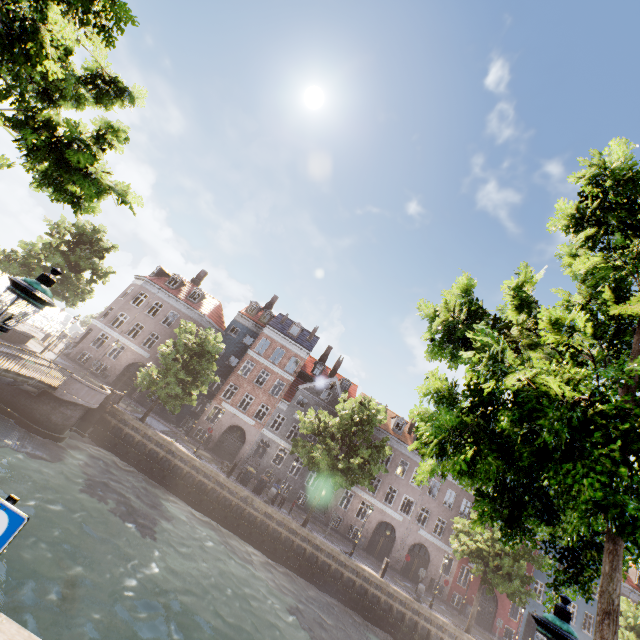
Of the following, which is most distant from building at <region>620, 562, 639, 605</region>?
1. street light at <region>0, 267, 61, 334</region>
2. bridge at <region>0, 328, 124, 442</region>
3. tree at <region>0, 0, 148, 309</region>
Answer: street light at <region>0, 267, 61, 334</region>

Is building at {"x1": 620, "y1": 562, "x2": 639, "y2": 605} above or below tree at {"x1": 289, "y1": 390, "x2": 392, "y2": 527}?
above

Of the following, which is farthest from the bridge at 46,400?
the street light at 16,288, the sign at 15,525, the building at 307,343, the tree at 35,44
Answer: the building at 307,343

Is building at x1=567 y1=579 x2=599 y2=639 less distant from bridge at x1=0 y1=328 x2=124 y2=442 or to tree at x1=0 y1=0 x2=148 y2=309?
tree at x1=0 y1=0 x2=148 y2=309

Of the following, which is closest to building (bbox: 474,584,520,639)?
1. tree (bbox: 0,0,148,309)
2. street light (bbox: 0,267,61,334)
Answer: tree (bbox: 0,0,148,309)

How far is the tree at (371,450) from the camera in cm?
2262

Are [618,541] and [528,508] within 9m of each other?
yes

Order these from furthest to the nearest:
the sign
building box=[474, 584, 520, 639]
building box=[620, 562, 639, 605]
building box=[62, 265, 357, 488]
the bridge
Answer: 1. building box=[620, 562, 639, 605]
2. building box=[62, 265, 357, 488]
3. building box=[474, 584, 520, 639]
4. the bridge
5. the sign
